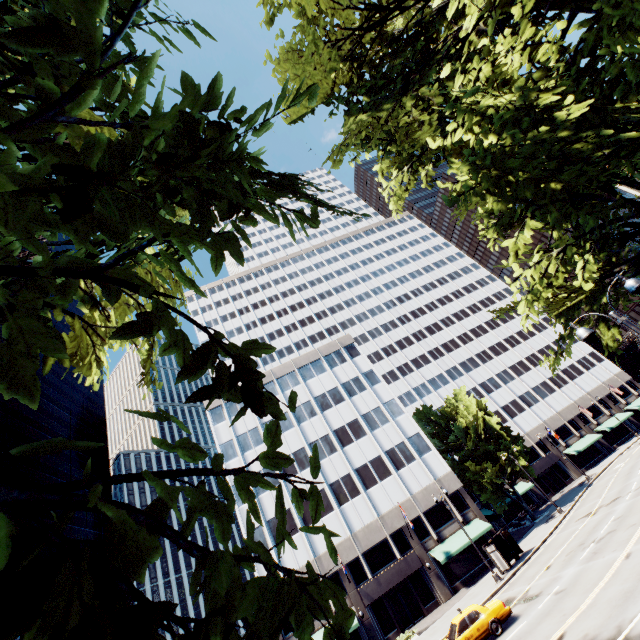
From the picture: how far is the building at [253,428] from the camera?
41.09m

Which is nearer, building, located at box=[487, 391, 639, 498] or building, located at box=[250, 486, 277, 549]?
building, located at box=[250, 486, 277, 549]

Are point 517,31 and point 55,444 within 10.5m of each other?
yes

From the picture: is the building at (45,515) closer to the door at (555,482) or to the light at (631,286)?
the light at (631,286)

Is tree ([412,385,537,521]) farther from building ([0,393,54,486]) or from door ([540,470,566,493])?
building ([0,393,54,486])

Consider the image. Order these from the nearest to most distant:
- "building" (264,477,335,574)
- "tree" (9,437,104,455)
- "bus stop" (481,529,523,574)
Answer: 1. "tree" (9,437,104,455)
2. "bus stop" (481,529,523,574)
3. "building" (264,477,335,574)

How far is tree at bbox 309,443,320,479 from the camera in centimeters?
205cm

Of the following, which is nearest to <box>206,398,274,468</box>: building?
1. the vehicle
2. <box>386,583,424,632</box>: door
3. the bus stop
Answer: <box>386,583,424,632</box>: door
